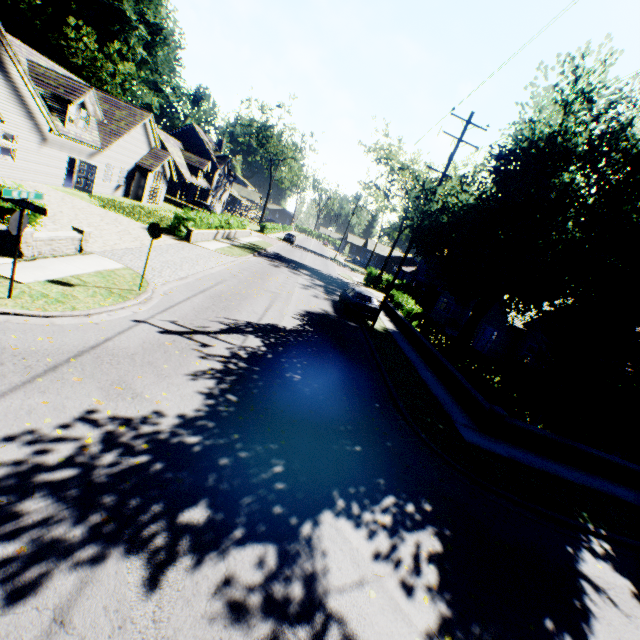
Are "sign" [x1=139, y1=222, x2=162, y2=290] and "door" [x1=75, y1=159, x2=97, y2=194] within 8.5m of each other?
no

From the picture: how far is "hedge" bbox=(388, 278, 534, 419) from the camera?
11.43m

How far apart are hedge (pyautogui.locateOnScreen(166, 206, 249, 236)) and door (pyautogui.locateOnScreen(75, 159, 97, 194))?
7.3 meters

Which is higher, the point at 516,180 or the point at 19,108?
the point at 516,180

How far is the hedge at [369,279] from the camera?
41.1 meters

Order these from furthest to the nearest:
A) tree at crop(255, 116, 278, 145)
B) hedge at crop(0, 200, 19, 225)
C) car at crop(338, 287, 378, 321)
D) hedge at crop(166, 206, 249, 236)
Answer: tree at crop(255, 116, 278, 145)
hedge at crop(166, 206, 249, 236)
car at crop(338, 287, 378, 321)
hedge at crop(0, 200, 19, 225)

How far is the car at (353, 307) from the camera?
19.56m

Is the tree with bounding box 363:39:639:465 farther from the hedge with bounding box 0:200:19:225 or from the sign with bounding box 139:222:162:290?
the hedge with bounding box 0:200:19:225
